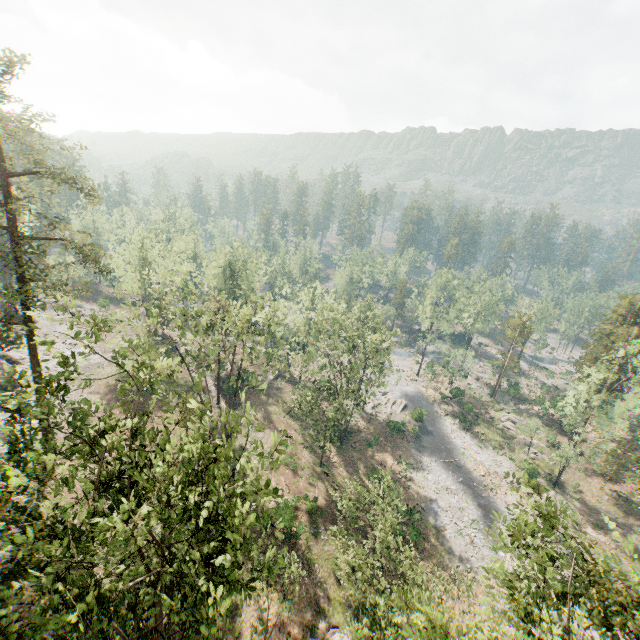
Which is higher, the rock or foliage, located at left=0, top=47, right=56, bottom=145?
foliage, located at left=0, top=47, right=56, bottom=145

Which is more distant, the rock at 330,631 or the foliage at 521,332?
the foliage at 521,332

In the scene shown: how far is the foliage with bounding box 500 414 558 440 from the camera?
47.2m

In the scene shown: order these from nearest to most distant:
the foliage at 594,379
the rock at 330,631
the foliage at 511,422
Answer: the rock at 330,631 < the foliage at 594,379 < the foliage at 511,422

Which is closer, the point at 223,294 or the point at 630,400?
the point at 223,294

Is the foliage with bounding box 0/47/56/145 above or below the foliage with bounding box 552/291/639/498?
above

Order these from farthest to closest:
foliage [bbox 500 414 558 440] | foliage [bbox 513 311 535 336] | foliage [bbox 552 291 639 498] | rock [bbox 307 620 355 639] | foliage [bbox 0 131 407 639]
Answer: foliage [bbox 513 311 535 336], foliage [bbox 500 414 558 440], foliage [bbox 552 291 639 498], rock [bbox 307 620 355 639], foliage [bbox 0 131 407 639]
